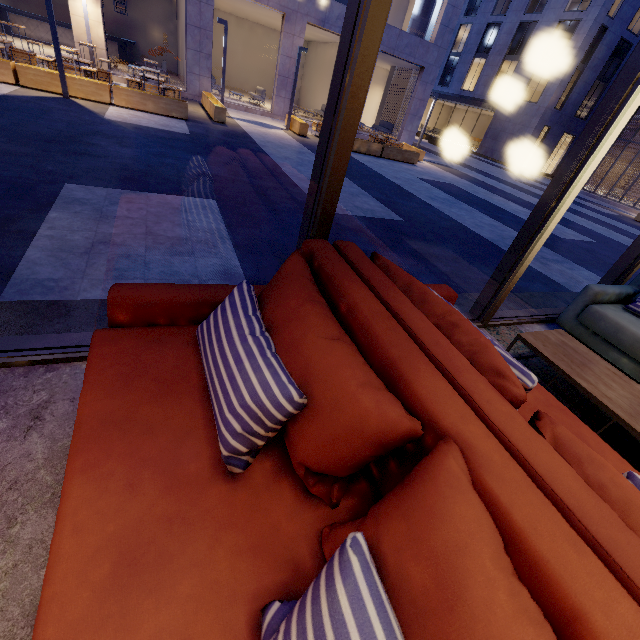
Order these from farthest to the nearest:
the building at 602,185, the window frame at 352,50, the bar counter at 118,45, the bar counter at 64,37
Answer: the building at 602,185 < the bar counter at 118,45 < the bar counter at 64,37 < the window frame at 352,50

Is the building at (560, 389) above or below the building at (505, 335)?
below

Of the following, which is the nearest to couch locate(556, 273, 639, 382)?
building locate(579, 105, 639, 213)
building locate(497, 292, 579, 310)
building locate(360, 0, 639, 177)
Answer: building locate(497, 292, 579, 310)

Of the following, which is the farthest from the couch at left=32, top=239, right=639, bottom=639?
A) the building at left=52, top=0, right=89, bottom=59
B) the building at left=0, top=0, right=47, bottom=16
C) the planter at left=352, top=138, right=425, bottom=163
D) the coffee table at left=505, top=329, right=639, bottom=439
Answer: the building at left=0, top=0, right=47, bottom=16

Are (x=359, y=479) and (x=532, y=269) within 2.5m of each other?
no

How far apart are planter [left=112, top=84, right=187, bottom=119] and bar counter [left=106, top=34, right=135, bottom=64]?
11.7 meters

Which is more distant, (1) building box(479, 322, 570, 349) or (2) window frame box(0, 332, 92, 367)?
(1) building box(479, 322, 570, 349)
